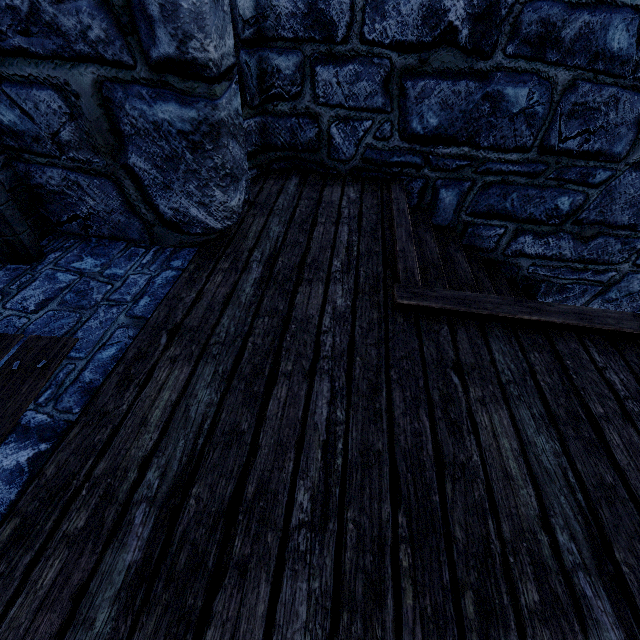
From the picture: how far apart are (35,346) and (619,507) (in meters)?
2.65

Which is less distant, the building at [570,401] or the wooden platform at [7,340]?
the building at [570,401]

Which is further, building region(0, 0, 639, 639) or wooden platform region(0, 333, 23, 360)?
wooden platform region(0, 333, 23, 360)
